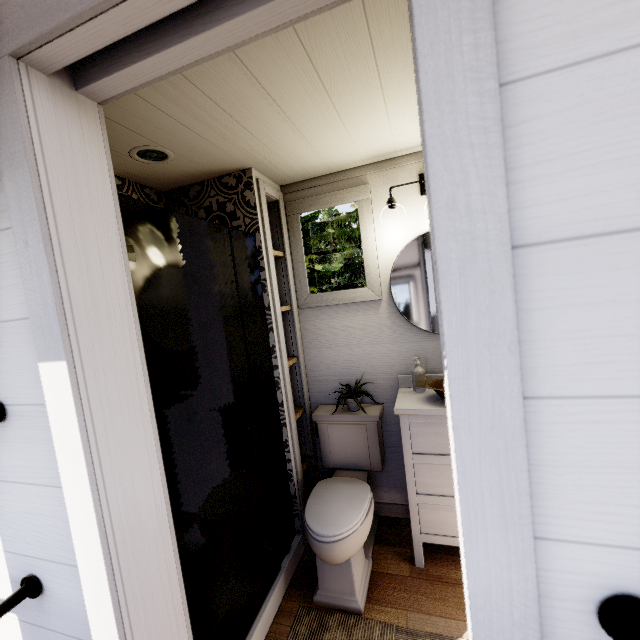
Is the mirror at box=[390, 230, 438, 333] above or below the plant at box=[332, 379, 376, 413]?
above

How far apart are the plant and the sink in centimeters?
52cm

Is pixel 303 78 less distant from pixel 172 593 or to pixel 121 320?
pixel 121 320

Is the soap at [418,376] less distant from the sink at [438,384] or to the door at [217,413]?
the sink at [438,384]

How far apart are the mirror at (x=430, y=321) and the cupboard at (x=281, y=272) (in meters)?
0.82

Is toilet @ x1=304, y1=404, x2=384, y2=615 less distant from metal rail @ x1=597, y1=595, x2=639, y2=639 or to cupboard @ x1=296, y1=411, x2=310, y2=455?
cupboard @ x1=296, y1=411, x2=310, y2=455

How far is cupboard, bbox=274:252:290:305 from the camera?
2.39m

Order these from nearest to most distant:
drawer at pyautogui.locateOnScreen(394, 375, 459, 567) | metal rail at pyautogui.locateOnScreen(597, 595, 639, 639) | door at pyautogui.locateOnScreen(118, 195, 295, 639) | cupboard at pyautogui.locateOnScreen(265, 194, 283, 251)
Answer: metal rail at pyautogui.locateOnScreen(597, 595, 639, 639)
door at pyautogui.locateOnScreen(118, 195, 295, 639)
drawer at pyautogui.locateOnScreen(394, 375, 459, 567)
cupboard at pyautogui.locateOnScreen(265, 194, 283, 251)
